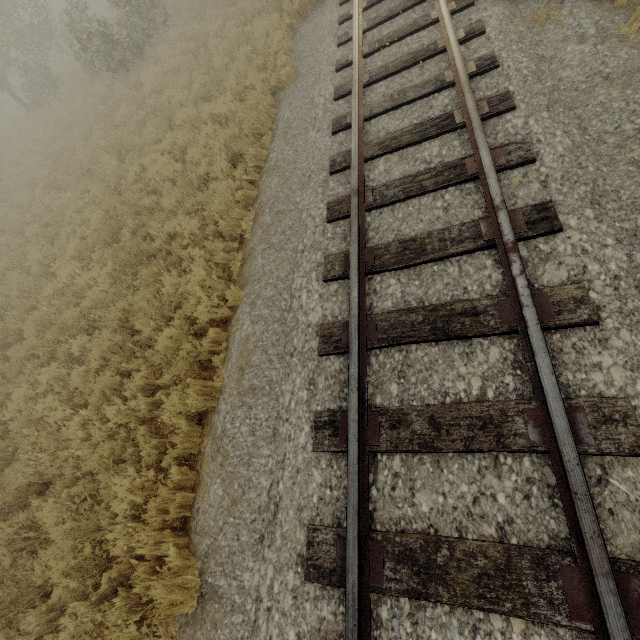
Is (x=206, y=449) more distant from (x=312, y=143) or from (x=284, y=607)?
(x=312, y=143)
